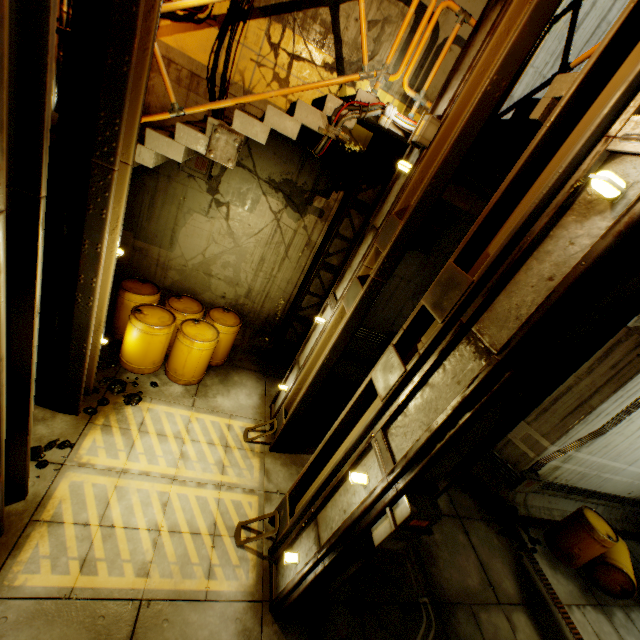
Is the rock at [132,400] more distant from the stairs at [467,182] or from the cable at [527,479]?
the cable at [527,479]

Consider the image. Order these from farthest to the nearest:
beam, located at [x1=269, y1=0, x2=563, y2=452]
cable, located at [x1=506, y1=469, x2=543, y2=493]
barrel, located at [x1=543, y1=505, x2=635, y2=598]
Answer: cable, located at [x1=506, y1=469, x2=543, y2=493] → barrel, located at [x1=543, y1=505, x2=635, y2=598] → beam, located at [x1=269, y1=0, x2=563, y2=452]

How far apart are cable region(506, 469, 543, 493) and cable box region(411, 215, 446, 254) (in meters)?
5.59

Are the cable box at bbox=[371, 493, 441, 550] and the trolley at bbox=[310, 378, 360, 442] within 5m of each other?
yes

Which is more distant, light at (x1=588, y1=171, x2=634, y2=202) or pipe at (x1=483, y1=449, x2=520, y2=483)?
pipe at (x1=483, y1=449, x2=520, y2=483)

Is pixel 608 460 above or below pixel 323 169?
below

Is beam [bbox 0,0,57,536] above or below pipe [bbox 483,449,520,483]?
above

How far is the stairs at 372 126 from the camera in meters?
4.6
